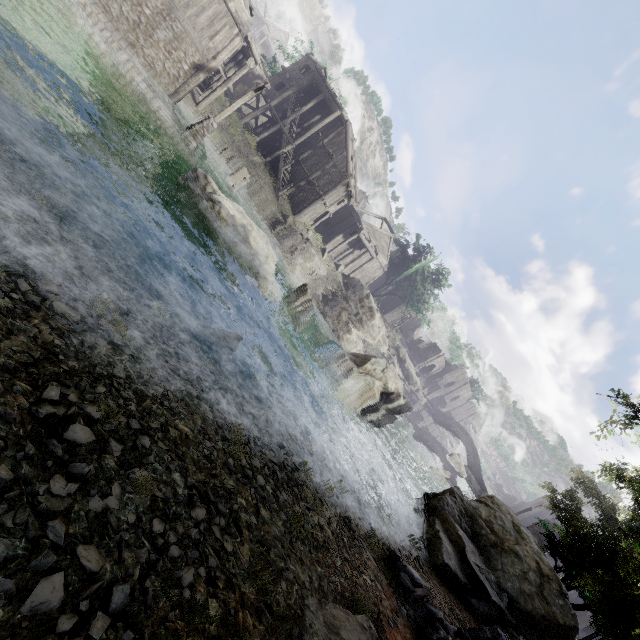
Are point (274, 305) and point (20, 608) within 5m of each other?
no

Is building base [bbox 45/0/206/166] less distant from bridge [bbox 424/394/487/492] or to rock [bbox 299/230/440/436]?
rock [bbox 299/230/440/436]

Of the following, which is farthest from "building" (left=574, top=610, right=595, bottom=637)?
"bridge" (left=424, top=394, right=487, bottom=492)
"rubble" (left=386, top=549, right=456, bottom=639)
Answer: "rubble" (left=386, top=549, right=456, bottom=639)

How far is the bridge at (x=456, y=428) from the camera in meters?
50.1

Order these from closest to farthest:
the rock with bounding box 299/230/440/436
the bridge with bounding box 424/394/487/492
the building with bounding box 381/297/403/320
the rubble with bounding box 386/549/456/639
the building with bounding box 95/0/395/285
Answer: the rubble with bounding box 386/549/456/639 < the building with bounding box 95/0/395/285 < the rock with bounding box 299/230/440/436 < the bridge with bounding box 424/394/487/492 < the building with bounding box 381/297/403/320

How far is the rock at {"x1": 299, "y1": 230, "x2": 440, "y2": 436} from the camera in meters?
35.8

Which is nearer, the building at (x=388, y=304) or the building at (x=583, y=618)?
the building at (x=583, y=618)

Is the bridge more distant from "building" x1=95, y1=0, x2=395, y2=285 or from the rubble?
the rubble
